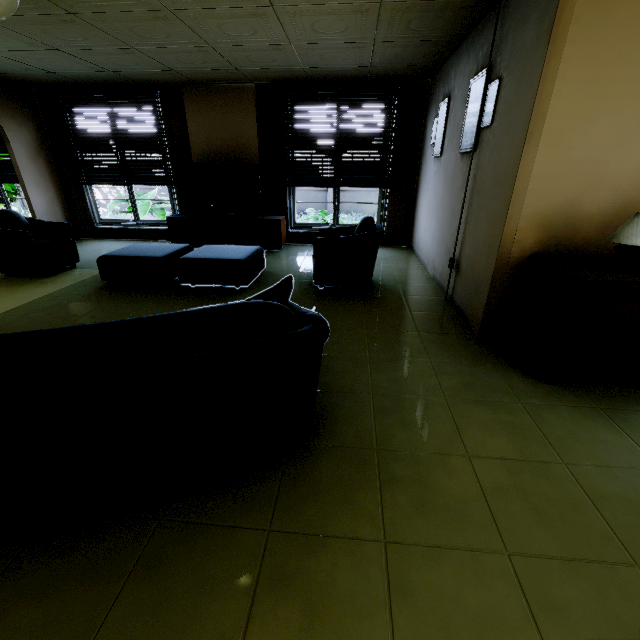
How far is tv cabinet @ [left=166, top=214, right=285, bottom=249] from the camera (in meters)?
6.05

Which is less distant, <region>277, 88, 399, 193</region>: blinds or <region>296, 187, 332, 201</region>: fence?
<region>277, 88, 399, 193</region>: blinds

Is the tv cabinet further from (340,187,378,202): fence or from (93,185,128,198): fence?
(93,185,128,198): fence

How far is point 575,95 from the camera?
2.2m

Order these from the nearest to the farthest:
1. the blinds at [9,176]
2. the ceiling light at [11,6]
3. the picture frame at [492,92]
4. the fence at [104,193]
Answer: the ceiling light at [11,6] → the picture frame at [492,92] → the blinds at [9,176] → the fence at [104,193]

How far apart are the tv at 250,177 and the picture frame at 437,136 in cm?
302

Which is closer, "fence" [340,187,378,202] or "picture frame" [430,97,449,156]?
"picture frame" [430,97,449,156]

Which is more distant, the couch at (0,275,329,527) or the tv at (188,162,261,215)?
the tv at (188,162,261,215)
